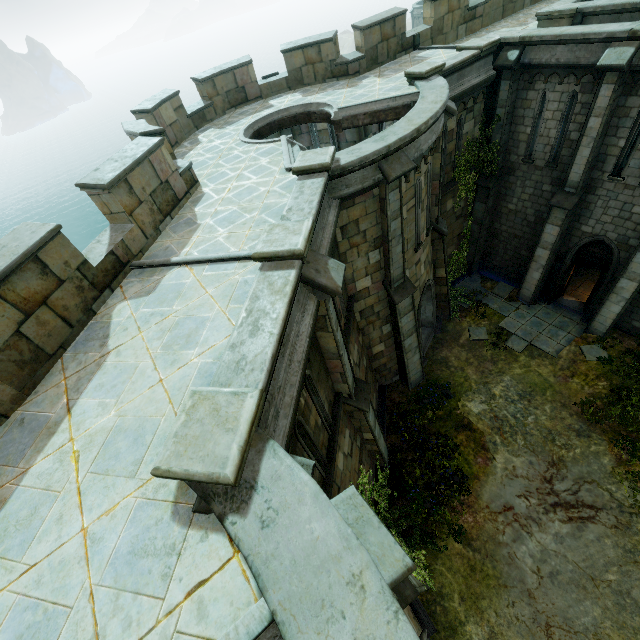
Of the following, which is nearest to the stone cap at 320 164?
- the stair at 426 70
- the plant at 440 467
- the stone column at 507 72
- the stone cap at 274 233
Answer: the stone cap at 274 233

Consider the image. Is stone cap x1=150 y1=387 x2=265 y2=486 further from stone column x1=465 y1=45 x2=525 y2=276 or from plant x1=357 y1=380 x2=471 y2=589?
stone column x1=465 y1=45 x2=525 y2=276

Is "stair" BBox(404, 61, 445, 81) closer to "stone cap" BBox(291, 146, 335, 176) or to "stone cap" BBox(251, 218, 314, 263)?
"stone cap" BBox(291, 146, 335, 176)

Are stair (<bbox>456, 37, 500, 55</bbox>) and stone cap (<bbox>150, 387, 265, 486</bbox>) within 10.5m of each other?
no

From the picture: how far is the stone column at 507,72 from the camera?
11.68m

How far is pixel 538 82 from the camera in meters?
11.8

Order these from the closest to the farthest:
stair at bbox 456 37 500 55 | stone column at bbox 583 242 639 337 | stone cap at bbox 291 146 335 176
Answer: stone cap at bbox 291 146 335 176
stair at bbox 456 37 500 55
stone column at bbox 583 242 639 337

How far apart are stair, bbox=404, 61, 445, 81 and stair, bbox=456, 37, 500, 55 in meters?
2.0
